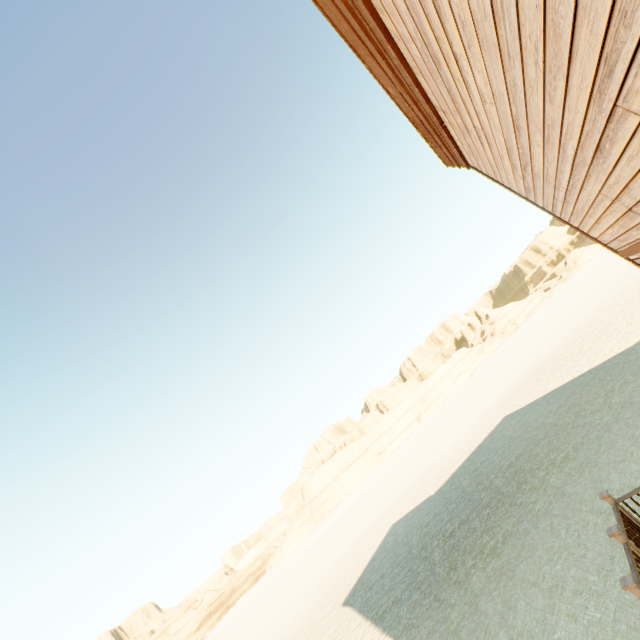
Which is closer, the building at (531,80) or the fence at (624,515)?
the building at (531,80)

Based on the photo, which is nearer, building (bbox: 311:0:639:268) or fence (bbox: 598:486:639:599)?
building (bbox: 311:0:639:268)

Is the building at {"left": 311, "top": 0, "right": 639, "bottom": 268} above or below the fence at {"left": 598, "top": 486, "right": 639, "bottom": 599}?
above

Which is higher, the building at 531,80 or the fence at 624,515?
the building at 531,80

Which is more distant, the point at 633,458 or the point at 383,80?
the point at 633,458
